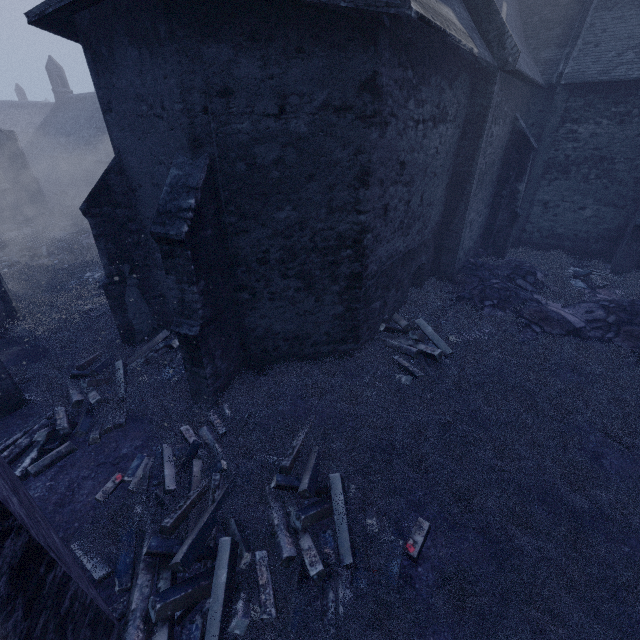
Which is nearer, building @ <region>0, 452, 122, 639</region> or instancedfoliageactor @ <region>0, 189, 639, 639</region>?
building @ <region>0, 452, 122, 639</region>

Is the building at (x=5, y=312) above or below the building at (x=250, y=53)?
below

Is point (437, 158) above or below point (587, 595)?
above

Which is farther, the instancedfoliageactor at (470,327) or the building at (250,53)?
the building at (250,53)

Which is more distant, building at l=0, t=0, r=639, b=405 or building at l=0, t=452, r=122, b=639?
building at l=0, t=0, r=639, b=405
